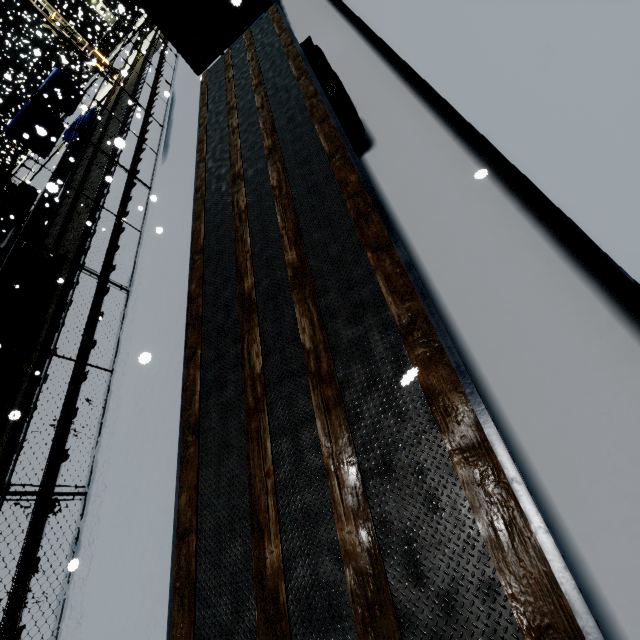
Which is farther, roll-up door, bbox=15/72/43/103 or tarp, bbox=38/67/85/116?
roll-up door, bbox=15/72/43/103

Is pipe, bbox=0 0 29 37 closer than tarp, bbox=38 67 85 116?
No

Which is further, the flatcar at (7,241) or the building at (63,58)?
the building at (63,58)

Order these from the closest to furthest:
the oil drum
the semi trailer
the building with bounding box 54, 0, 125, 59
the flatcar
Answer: the semi trailer, the flatcar, the oil drum, the building with bounding box 54, 0, 125, 59

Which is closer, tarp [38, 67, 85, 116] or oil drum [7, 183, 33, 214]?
oil drum [7, 183, 33, 214]

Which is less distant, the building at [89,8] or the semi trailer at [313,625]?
the semi trailer at [313,625]

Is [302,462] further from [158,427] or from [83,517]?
[83,517]

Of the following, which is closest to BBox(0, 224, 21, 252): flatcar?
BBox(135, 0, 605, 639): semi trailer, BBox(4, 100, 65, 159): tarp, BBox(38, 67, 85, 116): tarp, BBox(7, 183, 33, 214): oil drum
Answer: BBox(7, 183, 33, 214): oil drum
